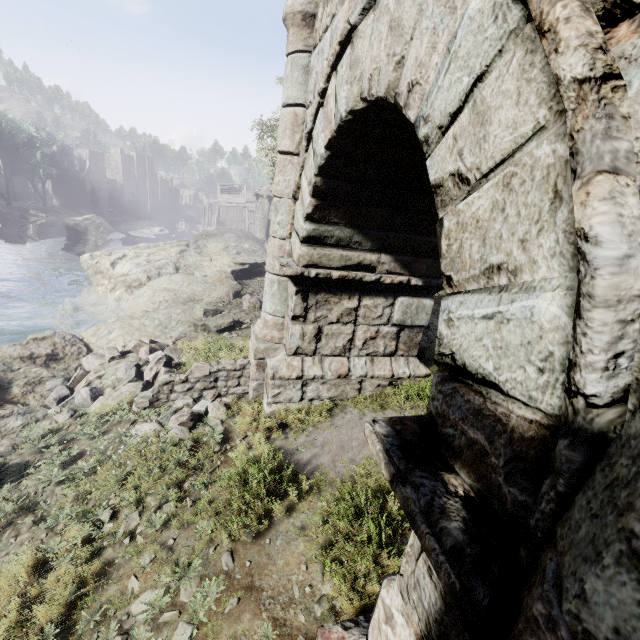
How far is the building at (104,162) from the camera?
55.7m

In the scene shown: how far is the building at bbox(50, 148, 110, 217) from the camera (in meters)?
55.72

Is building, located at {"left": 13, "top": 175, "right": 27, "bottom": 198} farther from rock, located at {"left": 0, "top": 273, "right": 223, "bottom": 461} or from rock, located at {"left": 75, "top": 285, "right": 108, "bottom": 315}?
rock, located at {"left": 0, "top": 273, "right": 223, "bottom": 461}

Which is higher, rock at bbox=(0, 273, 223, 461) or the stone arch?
the stone arch

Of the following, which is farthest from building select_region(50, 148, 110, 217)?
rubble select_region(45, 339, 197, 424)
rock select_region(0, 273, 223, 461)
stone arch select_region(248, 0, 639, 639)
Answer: rubble select_region(45, 339, 197, 424)

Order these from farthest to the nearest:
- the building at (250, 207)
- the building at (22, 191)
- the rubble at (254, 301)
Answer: the building at (22, 191) → the building at (250, 207) → the rubble at (254, 301)

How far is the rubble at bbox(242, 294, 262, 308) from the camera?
11.5m

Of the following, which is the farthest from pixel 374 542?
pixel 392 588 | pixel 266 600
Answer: pixel 392 588
